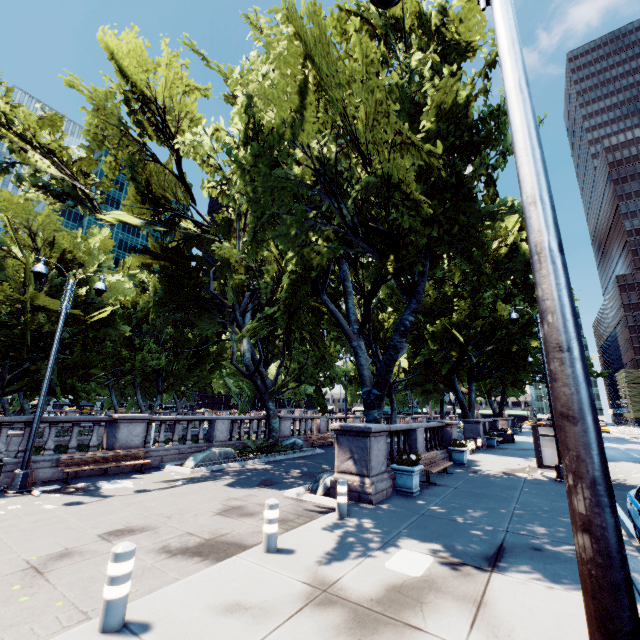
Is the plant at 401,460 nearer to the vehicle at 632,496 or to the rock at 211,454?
the vehicle at 632,496

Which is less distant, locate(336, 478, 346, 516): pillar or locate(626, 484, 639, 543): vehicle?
locate(626, 484, 639, 543): vehicle

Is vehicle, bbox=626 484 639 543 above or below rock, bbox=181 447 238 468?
above

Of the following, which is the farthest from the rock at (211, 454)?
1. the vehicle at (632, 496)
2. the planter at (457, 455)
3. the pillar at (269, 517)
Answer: the vehicle at (632, 496)

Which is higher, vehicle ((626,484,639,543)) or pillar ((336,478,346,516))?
vehicle ((626,484,639,543))

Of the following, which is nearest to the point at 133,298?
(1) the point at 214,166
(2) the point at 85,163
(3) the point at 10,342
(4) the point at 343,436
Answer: (3) the point at 10,342

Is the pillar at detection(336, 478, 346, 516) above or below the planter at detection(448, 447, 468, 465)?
below

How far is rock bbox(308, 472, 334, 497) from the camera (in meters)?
9.89
